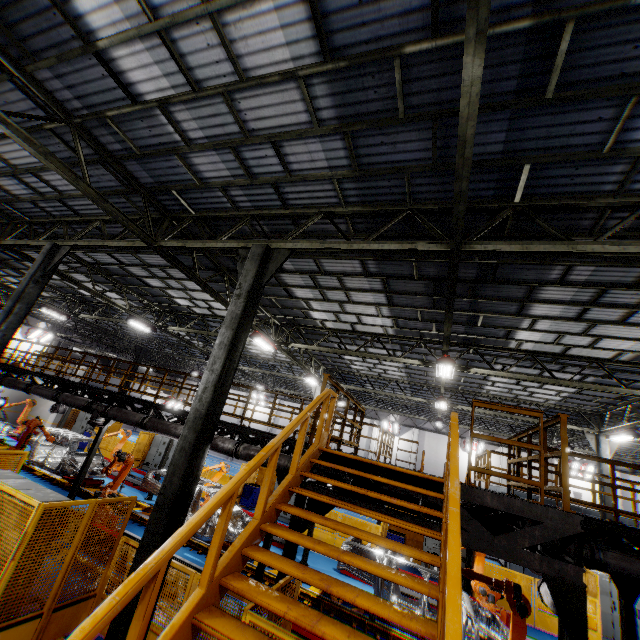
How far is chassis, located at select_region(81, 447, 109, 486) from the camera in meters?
13.8

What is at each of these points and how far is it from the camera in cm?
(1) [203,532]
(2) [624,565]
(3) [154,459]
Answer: (1) chassis, 1078
(2) vent pipe, 639
(3) cabinet, 2119

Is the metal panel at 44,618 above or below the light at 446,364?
below

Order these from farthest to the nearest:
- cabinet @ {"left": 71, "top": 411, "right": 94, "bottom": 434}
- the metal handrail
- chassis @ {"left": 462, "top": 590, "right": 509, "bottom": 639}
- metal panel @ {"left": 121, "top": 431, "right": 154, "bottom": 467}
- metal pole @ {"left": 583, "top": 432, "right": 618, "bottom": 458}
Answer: cabinet @ {"left": 71, "top": 411, "right": 94, "bottom": 434}
metal panel @ {"left": 121, "top": 431, "right": 154, "bottom": 467}
metal pole @ {"left": 583, "top": 432, "right": 618, "bottom": 458}
chassis @ {"left": 462, "top": 590, "right": 509, "bottom": 639}
the metal handrail

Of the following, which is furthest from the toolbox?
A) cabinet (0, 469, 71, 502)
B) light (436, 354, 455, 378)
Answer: cabinet (0, 469, 71, 502)

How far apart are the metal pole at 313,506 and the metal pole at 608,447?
16.8m

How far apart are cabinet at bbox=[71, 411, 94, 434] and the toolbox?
13.8m

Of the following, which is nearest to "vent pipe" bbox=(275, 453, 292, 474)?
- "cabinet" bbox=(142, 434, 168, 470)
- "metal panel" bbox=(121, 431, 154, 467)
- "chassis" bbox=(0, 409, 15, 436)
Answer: "chassis" bbox=(0, 409, 15, 436)
